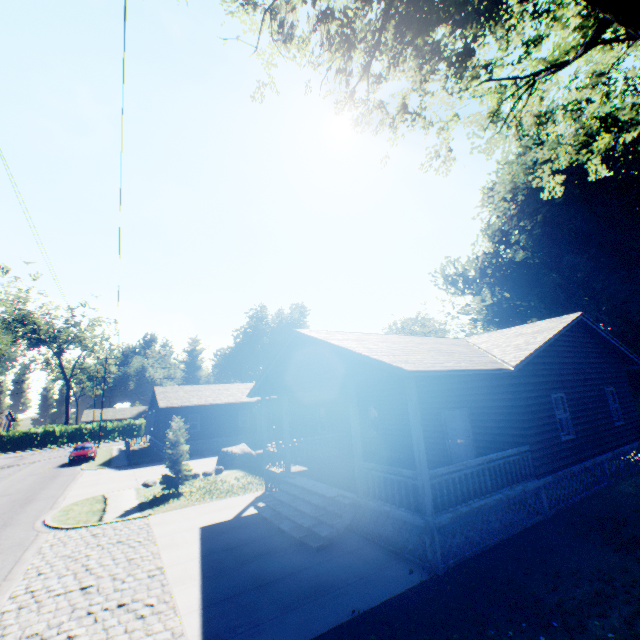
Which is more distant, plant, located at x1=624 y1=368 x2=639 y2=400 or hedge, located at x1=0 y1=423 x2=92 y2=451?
hedge, located at x1=0 y1=423 x2=92 y2=451

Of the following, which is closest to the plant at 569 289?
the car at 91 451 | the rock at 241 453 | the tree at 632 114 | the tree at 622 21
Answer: the tree at 622 21

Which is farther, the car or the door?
the car

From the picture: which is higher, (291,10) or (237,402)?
(291,10)

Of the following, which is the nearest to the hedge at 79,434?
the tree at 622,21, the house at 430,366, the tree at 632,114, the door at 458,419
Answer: the house at 430,366

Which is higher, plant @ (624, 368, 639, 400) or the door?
plant @ (624, 368, 639, 400)

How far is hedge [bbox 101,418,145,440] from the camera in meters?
53.6

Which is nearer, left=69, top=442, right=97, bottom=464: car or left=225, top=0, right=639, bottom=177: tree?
left=225, top=0, right=639, bottom=177: tree
